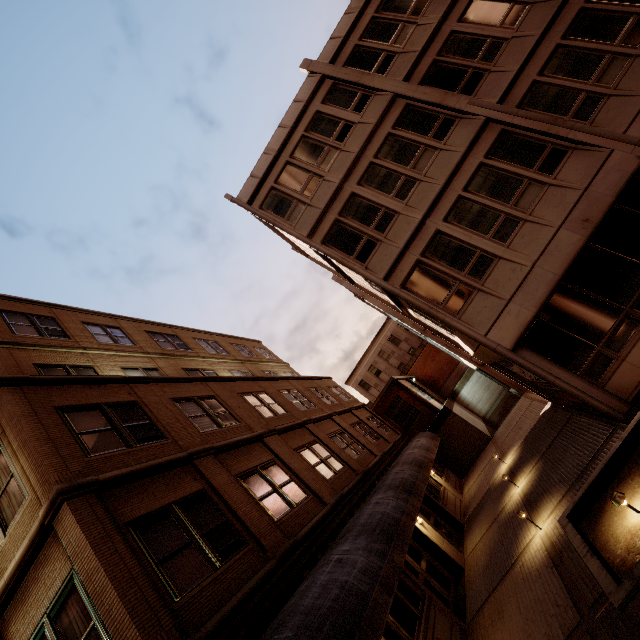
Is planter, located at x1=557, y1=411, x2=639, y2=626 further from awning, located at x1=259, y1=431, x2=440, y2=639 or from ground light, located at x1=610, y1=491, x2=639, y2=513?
awning, located at x1=259, y1=431, x2=440, y2=639

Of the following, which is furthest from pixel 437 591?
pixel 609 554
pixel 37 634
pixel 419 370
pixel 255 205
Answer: pixel 419 370

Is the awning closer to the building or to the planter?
the building

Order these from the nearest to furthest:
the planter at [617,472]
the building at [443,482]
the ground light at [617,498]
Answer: the planter at [617,472] → the ground light at [617,498] → the building at [443,482]

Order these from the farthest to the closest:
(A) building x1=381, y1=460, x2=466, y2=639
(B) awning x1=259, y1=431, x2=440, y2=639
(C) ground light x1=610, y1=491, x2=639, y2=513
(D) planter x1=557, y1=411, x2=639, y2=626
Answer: (A) building x1=381, y1=460, x2=466, y2=639
(B) awning x1=259, y1=431, x2=440, y2=639
(C) ground light x1=610, y1=491, x2=639, y2=513
(D) planter x1=557, y1=411, x2=639, y2=626

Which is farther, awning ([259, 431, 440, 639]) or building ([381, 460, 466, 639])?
building ([381, 460, 466, 639])

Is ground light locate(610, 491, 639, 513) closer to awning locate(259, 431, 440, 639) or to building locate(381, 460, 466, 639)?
awning locate(259, 431, 440, 639)

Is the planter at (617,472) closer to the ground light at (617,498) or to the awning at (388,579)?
the ground light at (617,498)
